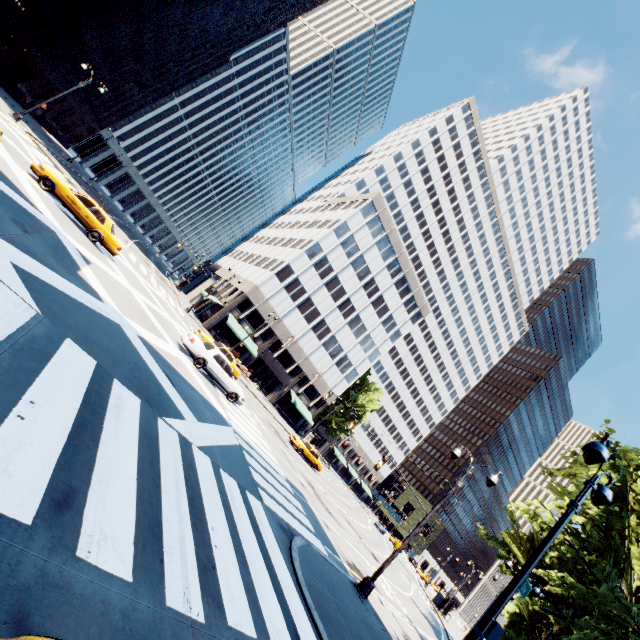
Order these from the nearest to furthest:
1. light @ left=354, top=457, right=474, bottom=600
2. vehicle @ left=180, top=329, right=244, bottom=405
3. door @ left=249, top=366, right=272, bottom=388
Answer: light @ left=354, top=457, right=474, bottom=600
vehicle @ left=180, top=329, right=244, bottom=405
door @ left=249, top=366, right=272, bottom=388

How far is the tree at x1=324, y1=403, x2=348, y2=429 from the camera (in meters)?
56.62

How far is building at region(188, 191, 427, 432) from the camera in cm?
4559

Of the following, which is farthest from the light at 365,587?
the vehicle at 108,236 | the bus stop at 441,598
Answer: the bus stop at 441,598

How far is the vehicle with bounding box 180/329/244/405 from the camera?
17.1m

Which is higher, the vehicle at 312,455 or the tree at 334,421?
the tree at 334,421

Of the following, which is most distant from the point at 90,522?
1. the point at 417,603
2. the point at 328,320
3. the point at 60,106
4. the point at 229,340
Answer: the point at 60,106

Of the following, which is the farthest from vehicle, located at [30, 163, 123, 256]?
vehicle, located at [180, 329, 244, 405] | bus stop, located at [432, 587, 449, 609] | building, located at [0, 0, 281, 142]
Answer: bus stop, located at [432, 587, 449, 609]
